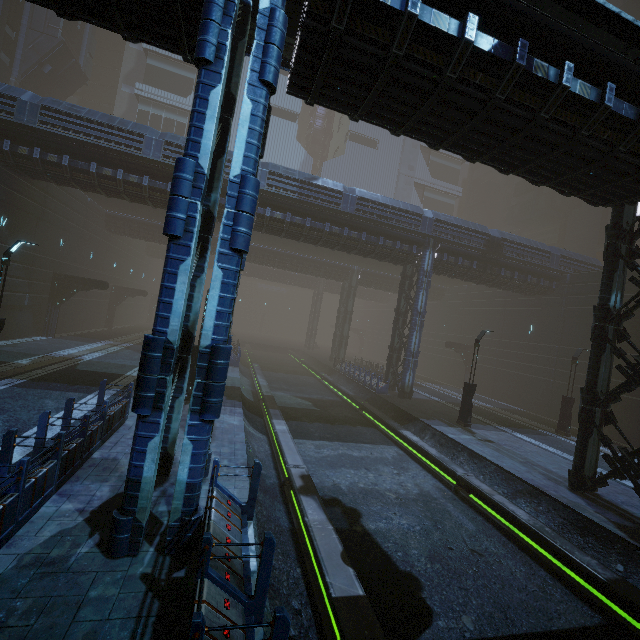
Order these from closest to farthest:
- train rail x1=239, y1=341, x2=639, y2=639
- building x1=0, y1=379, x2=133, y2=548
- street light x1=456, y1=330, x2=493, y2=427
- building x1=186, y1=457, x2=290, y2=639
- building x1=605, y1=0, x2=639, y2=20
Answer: building x1=186, y1=457, x2=290, y2=639, building x1=0, y1=379, x2=133, y2=548, train rail x1=239, y1=341, x2=639, y2=639, street light x1=456, y1=330, x2=493, y2=427, building x1=605, y1=0, x2=639, y2=20

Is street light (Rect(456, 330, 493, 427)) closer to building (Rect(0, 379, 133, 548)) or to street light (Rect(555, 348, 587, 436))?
building (Rect(0, 379, 133, 548))

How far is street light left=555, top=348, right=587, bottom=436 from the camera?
20.1 meters

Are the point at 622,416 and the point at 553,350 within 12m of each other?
yes

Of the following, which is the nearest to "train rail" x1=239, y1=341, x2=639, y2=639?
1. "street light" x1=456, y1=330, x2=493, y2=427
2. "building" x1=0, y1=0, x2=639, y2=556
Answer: "building" x1=0, y1=0, x2=639, y2=556

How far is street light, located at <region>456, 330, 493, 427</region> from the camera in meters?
18.1

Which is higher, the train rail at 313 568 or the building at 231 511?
the building at 231 511

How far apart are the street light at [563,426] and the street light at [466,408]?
6.98m
